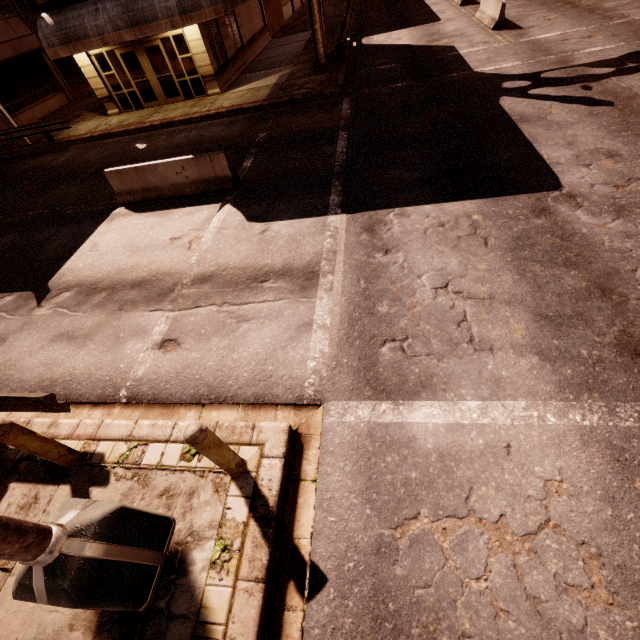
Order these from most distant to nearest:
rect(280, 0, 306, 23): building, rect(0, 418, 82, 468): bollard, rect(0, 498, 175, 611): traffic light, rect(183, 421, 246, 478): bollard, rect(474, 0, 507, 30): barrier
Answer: rect(280, 0, 306, 23): building
rect(474, 0, 507, 30): barrier
rect(0, 418, 82, 468): bollard
rect(183, 421, 246, 478): bollard
rect(0, 498, 175, 611): traffic light

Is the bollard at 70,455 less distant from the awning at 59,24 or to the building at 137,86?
the awning at 59,24

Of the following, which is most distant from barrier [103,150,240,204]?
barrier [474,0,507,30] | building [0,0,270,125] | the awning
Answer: barrier [474,0,507,30]

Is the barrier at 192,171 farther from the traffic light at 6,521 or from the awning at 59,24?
the awning at 59,24

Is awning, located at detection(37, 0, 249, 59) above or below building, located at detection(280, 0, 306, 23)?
above

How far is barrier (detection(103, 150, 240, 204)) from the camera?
9.3 meters

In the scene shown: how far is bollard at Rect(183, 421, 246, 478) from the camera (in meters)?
3.14

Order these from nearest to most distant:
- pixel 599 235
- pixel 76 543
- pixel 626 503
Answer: pixel 76 543 < pixel 626 503 < pixel 599 235
